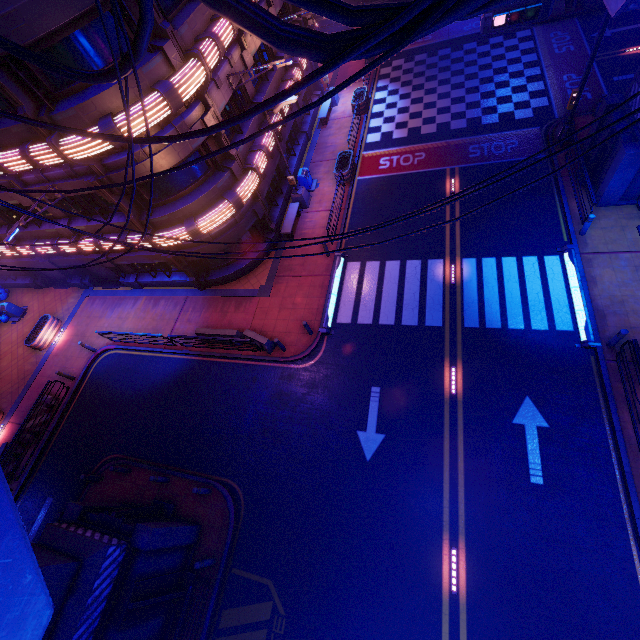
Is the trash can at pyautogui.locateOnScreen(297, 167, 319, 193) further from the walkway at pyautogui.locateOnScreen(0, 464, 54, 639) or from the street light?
the walkway at pyautogui.locateOnScreen(0, 464, 54, 639)

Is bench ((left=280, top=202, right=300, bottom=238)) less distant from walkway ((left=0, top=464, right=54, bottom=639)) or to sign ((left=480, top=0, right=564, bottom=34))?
sign ((left=480, top=0, right=564, bottom=34))

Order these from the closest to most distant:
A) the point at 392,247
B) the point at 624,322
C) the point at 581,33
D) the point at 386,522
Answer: the point at 386,522, the point at 624,322, the point at 392,247, the point at 581,33

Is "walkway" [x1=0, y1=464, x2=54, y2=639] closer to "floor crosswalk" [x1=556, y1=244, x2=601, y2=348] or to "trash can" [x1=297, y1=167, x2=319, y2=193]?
"floor crosswalk" [x1=556, y1=244, x2=601, y2=348]

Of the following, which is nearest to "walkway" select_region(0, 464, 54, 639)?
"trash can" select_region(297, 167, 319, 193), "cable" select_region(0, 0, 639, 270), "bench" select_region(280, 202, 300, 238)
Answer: "cable" select_region(0, 0, 639, 270)

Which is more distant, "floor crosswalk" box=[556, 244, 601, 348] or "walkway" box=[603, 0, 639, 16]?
"floor crosswalk" box=[556, 244, 601, 348]

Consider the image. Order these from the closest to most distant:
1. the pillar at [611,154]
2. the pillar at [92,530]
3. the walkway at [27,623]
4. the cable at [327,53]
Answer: the cable at [327,53]
the walkway at [27,623]
the pillar at [92,530]
the pillar at [611,154]

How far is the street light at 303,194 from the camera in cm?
1767
